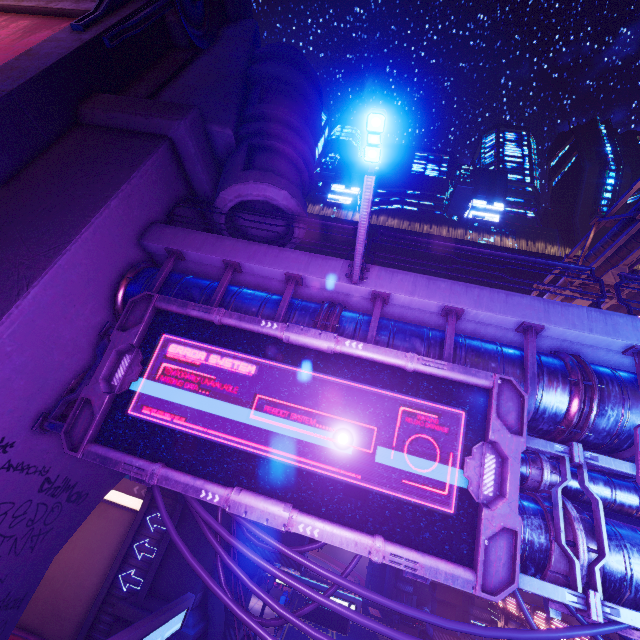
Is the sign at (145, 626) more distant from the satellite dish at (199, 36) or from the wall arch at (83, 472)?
the satellite dish at (199, 36)

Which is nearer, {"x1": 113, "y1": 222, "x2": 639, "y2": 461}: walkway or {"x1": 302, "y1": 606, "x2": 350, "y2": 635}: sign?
{"x1": 113, "y1": 222, "x2": 639, "y2": 461}: walkway

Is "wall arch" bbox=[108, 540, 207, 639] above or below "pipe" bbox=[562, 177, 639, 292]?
below

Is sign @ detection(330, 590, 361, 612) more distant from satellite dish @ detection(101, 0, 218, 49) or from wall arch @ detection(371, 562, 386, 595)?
wall arch @ detection(371, 562, 386, 595)

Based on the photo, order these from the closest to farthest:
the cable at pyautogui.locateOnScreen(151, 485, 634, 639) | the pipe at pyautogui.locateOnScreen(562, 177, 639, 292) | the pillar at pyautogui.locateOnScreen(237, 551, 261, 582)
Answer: the cable at pyautogui.locateOnScreen(151, 485, 634, 639)
the pipe at pyautogui.locateOnScreen(562, 177, 639, 292)
the pillar at pyautogui.locateOnScreen(237, 551, 261, 582)

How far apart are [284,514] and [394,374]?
2.8m

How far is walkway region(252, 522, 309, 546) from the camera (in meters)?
19.52

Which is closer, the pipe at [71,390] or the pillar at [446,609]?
the pipe at [71,390]
